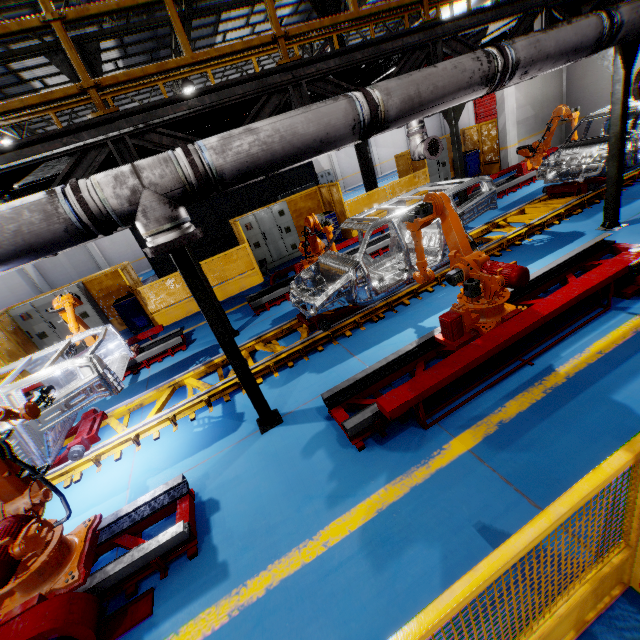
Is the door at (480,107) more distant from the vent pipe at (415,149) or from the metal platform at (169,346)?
the metal platform at (169,346)

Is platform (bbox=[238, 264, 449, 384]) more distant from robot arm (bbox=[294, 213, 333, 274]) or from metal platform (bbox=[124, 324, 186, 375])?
metal platform (bbox=[124, 324, 186, 375])

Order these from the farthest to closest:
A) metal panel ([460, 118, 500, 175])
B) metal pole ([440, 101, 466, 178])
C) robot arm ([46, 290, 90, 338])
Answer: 1. metal panel ([460, 118, 500, 175])
2. metal pole ([440, 101, 466, 178])
3. robot arm ([46, 290, 90, 338])

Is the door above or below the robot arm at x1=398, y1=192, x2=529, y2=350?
above

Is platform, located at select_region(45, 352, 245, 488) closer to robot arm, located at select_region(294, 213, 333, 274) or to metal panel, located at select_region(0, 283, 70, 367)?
robot arm, located at select_region(294, 213, 333, 274)

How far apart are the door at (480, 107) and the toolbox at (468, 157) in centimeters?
1340cm

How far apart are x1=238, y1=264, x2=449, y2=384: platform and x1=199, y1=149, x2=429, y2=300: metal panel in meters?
4.6

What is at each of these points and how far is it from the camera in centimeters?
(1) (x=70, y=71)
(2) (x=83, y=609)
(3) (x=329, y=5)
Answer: (1) metal pole, 905cm
(2) metal platform, 289cm
(3) metal pole, 1086cm
